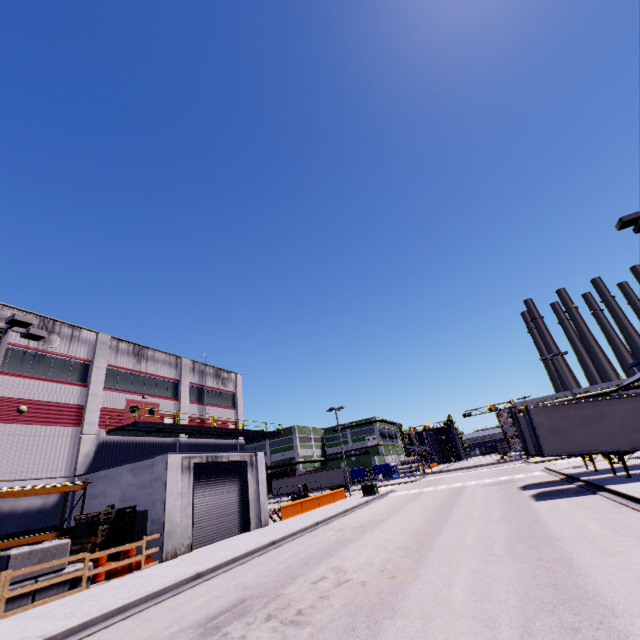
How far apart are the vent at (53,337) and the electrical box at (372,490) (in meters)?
29.22

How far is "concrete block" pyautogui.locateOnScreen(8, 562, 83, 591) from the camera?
10.9 meters

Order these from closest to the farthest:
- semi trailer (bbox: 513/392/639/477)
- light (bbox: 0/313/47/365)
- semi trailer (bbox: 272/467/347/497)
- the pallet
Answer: light (bbox: 0/313/47/365) < the pallet < semi trailer (bbox: 513/392/639/477) < semi trailer (bbox: 272/467/347/497)

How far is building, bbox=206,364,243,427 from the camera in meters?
33.0

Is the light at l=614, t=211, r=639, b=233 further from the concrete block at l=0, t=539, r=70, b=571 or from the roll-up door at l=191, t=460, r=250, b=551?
the concrete block at l=0, t=539, r=70, b=571

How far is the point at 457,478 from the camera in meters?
39.4 m

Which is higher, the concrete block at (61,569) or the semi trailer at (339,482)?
the semi trailer at (339,482)
